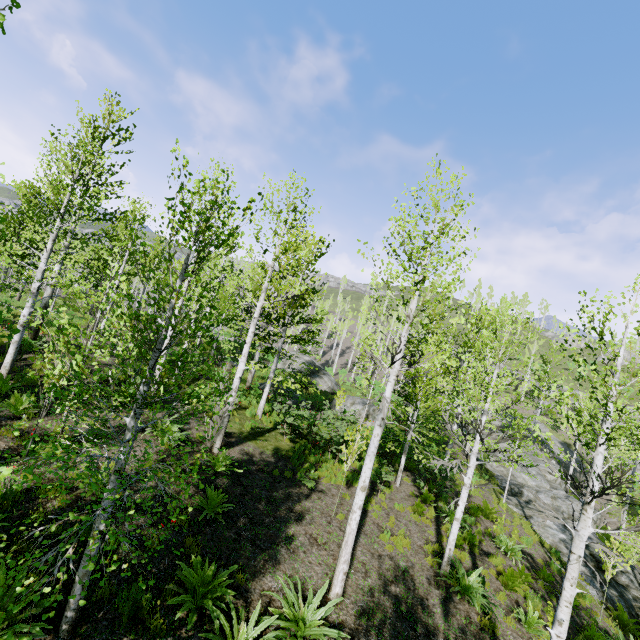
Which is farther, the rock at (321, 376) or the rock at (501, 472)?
the rock at (321, 376)

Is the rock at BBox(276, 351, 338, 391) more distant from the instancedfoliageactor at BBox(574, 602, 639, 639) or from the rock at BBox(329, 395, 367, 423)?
the instancedfoliageactor at BBox(574, 602, 639, 639)

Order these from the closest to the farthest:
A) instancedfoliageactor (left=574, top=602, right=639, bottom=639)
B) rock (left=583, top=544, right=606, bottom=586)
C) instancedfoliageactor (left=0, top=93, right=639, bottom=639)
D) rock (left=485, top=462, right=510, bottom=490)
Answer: instancedfoliageactor (left=0, top=93, right=639, bottom=639) < instancedfoliageactor (left=574, top=602, right=639, bottom=639) < rock (left=583, top=544, right=606, bottom=586) < rock (left=485, top=462, right=510, bottom=490)

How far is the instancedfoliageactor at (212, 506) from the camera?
7.3m

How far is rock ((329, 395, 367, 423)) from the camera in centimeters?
2141cm

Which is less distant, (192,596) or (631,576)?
(192,596)

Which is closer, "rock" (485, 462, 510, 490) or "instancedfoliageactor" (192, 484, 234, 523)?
"instancedfoliageactor" (192, 484, 234, 523)

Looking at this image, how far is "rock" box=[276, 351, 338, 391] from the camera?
28.9 meters
